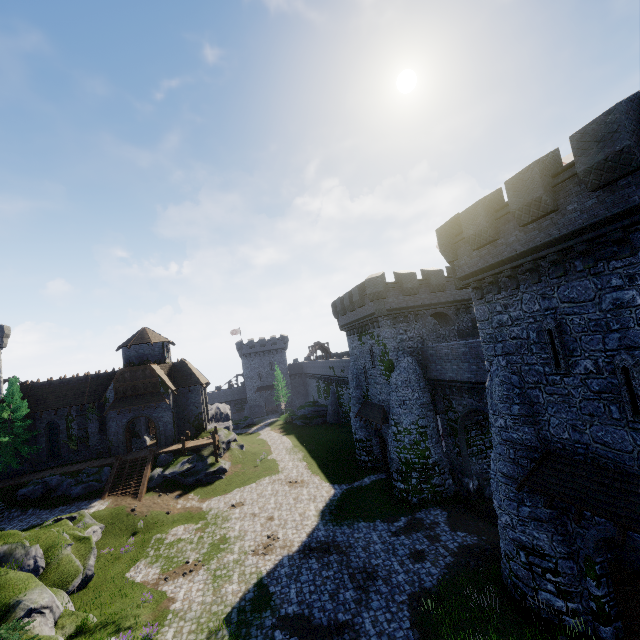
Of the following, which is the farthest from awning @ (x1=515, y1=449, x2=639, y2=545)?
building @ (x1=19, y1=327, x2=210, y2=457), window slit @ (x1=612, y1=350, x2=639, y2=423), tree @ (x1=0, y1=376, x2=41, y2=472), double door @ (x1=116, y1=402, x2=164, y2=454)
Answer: tree @ (x1=0, y1=376, x2=41, y2=472)

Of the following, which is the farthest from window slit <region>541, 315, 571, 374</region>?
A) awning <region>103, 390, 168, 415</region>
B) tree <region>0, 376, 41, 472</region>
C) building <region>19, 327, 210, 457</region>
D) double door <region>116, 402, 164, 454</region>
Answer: tree <region>0, 376, 41, 472</region>

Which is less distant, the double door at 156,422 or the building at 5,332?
the double door at 156,422

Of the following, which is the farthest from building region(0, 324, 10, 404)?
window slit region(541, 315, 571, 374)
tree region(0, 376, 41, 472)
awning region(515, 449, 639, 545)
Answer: window slit region(541, 315, 571, 374)

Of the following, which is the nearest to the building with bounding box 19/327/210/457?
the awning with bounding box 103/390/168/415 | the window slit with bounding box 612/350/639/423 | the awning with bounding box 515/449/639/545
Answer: the awning with bounding box 103/390/168/415

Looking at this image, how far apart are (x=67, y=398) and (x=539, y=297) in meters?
44.6

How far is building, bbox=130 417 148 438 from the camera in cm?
4144

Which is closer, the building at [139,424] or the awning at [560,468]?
the awning at [560,468]
